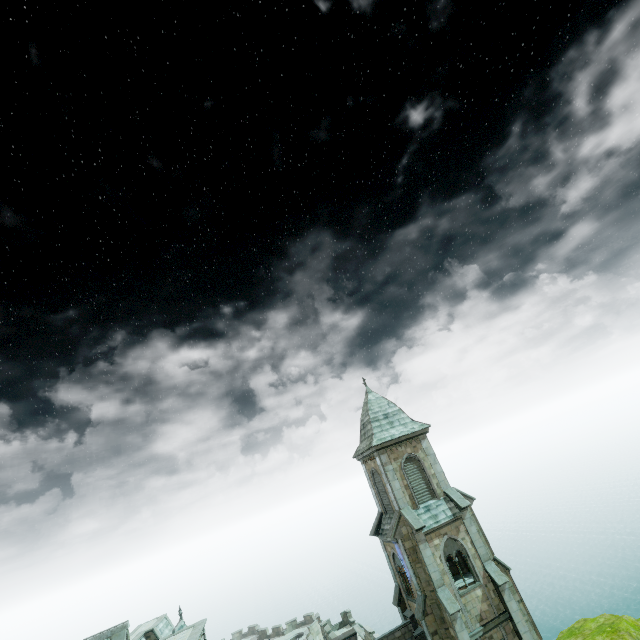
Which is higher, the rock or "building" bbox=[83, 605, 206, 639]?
"building" bbox=[83, 605, 206, 639]

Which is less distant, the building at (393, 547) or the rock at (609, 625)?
the rock at (609, 625)

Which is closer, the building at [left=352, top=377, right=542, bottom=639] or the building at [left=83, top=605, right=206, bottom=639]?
the building at [left=83, top=605, right=206, bottom=639]

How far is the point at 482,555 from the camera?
23.12m

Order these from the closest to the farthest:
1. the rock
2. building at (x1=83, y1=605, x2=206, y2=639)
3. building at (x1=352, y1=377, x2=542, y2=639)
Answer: the rock → building at (x1=83, y1=605, x2=206, y2=639) → building at (x1=352, y1=377, x2=542, y2=639)

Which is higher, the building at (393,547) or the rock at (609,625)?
the building at (393,547)

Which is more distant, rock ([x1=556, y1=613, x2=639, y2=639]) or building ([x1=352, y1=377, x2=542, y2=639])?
building ([x1=352, y1=377, x2=542, y2=639])
